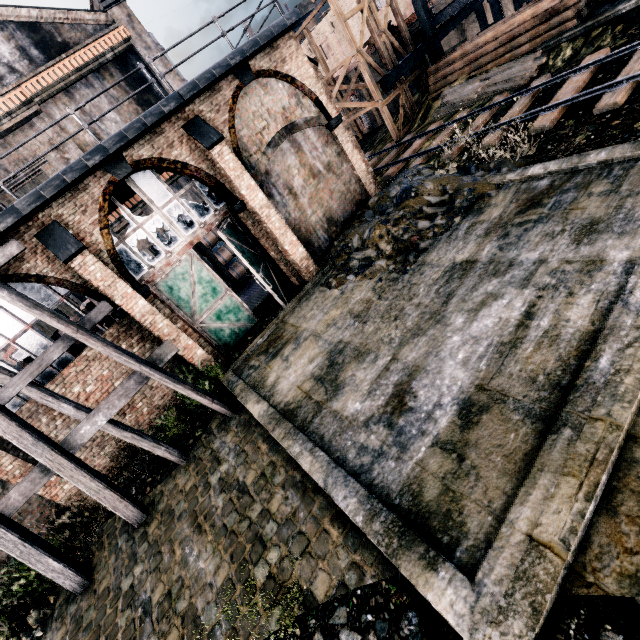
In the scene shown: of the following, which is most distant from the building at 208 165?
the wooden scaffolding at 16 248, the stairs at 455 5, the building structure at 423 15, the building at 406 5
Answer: the stairs at 455 5

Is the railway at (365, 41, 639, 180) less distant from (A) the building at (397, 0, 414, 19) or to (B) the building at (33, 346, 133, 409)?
(B) the building at (33, 346, 133, 409)

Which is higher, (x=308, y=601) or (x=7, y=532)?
(x=7, y=532)

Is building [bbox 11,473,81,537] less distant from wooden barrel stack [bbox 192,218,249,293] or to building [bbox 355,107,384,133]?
wooden barrel stack [bbox 192,218,249,293]

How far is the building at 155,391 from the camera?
12.1m

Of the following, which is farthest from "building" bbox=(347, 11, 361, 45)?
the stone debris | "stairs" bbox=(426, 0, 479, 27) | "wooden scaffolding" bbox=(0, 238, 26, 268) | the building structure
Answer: "wooden scaffolding" bbox=(0, 238, 26, 268)

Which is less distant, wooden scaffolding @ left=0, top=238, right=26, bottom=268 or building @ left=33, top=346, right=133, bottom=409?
wooden scaffolding @ left=0, top=238, right=26, bottom=268

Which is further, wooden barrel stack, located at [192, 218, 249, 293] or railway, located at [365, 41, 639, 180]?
wooden barrel stack, located at [192, 218, 249, 293]
